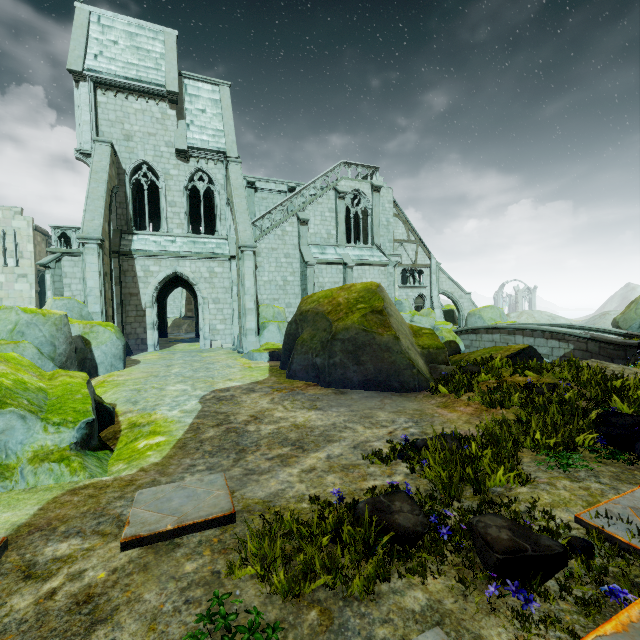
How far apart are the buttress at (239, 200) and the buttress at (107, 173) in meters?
5.9

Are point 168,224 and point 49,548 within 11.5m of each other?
no

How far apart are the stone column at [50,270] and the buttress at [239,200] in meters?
9.7

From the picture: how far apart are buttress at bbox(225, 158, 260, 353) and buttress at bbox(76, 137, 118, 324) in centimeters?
590cm

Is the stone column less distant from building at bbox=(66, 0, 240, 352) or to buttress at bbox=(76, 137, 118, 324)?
building at bbox=(66, 0, 240, 352)

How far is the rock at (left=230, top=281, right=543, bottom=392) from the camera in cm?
918

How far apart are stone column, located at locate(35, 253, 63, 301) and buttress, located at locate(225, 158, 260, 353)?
9.69m

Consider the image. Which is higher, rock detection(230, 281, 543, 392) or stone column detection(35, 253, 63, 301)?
stone column detection(35, 253, 63, 301)
